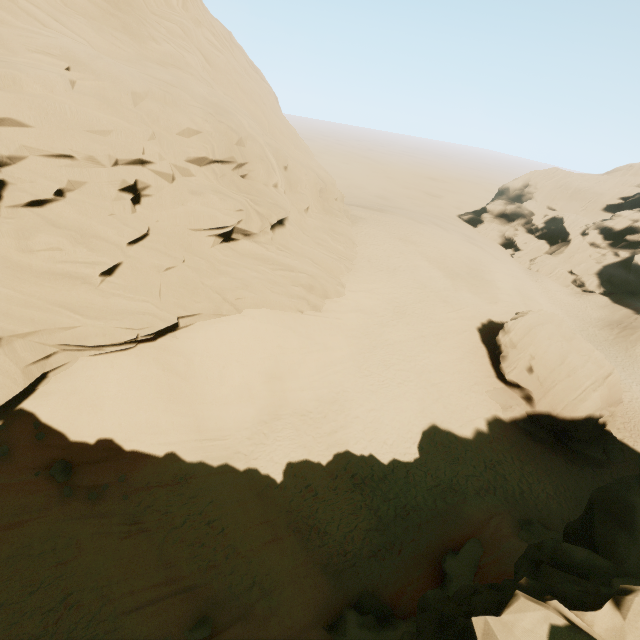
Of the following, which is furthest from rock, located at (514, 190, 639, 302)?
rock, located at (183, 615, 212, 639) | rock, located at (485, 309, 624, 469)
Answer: rock, located at (485, 309, 624, 469)

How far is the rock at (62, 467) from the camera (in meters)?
11.70

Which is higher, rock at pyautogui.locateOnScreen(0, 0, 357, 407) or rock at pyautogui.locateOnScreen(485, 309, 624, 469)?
rock at pyautogui.locateOnScreen(0, 0, 357, 407)

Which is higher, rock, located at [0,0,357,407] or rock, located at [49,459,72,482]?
rock, located at [0,0,357,407]

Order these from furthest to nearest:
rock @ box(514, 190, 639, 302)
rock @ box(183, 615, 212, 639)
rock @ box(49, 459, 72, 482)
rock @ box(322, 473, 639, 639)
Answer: rock @ box(514, 190, 639, 302)
rock @ box(49, 459, 72, 482)
rock @ box(183, 615, 212, 639)
rock @ box(322, 473, 639, 639)

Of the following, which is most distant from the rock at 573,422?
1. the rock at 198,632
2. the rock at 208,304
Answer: the rock at 198,632

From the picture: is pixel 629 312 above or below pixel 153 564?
below
